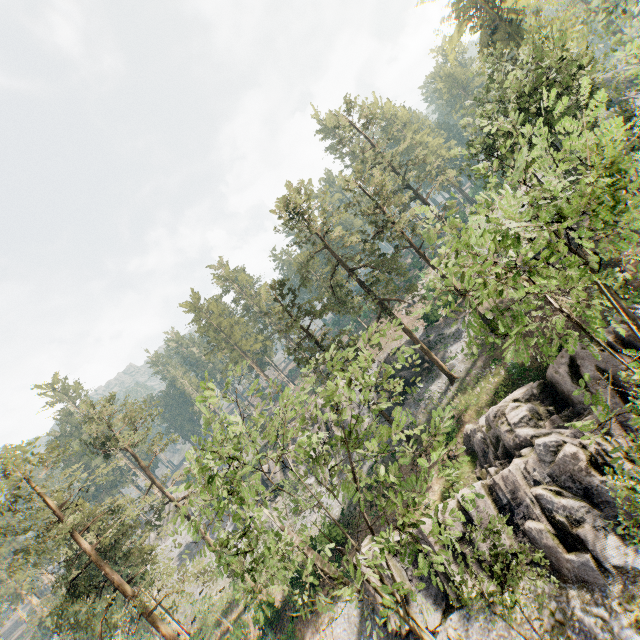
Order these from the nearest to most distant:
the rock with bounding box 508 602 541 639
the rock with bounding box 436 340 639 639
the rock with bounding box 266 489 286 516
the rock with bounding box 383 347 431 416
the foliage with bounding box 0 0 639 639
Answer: the foliage with bounding box 0 0 639 639 → the rock with bounding box 436 340 639 639 → the rock with bounding box 508 602 541 639 → the rock with bounding box 383 347 431 416 → the rock with bounding box 266 489 286 516

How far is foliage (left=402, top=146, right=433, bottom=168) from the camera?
39.7 meters

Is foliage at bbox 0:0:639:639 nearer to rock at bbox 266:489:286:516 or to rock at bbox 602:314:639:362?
rock at bbox 602:314:639:362

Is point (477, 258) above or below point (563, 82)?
below

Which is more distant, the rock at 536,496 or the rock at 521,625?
the rock at 521,625

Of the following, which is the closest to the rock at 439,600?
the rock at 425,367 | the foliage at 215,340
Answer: the foliage at 215,340

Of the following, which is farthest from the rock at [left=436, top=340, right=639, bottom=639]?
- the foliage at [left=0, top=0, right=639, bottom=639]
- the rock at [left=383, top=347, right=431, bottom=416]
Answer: the rock at [left=383, top=347, right=431, bottom=416]
